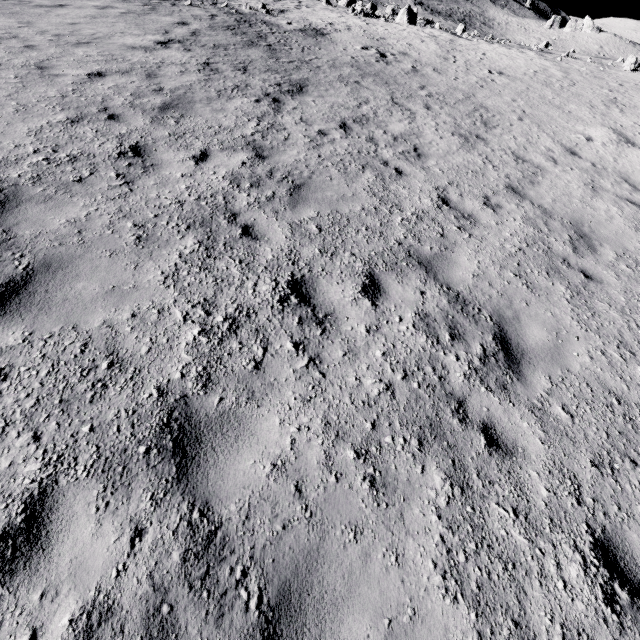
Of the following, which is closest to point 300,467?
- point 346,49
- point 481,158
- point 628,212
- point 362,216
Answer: point 362,216
